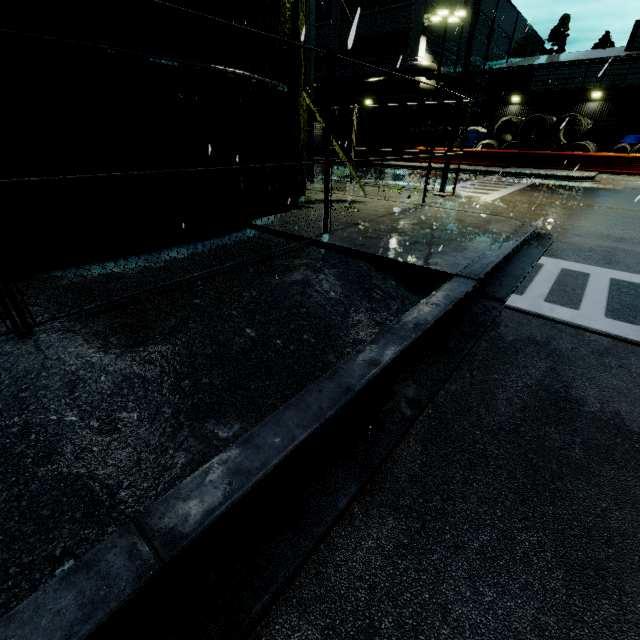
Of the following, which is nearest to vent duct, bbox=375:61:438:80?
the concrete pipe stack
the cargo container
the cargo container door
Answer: the cargo container

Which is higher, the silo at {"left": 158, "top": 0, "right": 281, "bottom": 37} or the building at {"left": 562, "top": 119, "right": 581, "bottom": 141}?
the silo at {"left": 158, "top": 0, "right": 281, "bottom": 37}

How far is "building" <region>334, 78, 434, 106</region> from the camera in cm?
2681

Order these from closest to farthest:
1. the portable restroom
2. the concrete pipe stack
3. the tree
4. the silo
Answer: the silo
the tree
the concrete pipe stack
the portable restroom

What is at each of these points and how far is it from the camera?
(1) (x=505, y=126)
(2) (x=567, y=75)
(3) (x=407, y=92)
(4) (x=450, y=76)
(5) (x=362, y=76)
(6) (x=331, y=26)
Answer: (1) concrete pipe, 28.52m
(2) building, 27.22m
(3) building, 26.80m
(4) vent duct, 27.69m
(5) vent duct, 27.53m
(6) building, 28.83m

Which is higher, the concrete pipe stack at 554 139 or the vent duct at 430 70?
the vent duct at 430 70

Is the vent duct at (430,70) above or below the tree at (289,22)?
above
